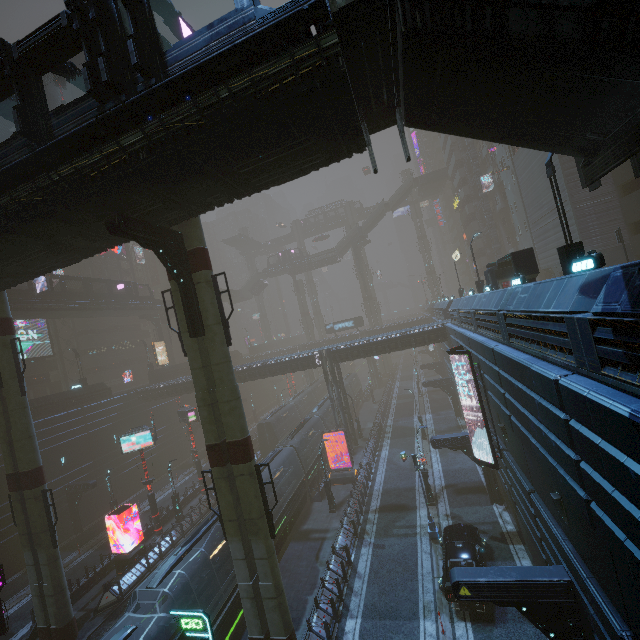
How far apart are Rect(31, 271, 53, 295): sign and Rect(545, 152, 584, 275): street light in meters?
41.8 m

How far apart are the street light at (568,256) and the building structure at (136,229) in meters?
14.6

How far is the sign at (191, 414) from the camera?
32.78m

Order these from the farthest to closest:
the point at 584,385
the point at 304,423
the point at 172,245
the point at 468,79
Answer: the point at 304,423 → the point at 172,245 → the point at 468,79 → the point at 584,385

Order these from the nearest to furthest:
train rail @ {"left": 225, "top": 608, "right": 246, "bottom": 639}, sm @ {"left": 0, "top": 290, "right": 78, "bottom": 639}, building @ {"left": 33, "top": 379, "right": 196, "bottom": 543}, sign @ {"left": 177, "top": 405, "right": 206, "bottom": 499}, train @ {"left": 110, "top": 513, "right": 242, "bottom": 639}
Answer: train @ {"left": 110, "top": 513, "right": 242, "bottom": 639} < train rail @ {"left": 225, "top": 608, "right": 246, "bottom": 639} < sm @ {"left": 0, "top": 290, "right": 78, "bottom": 639} < building @ {"left": 33, "top": 379, "right": 196, "bottom": 543} < sign @ {"left": 177, "top": 405, "right": 206, "bottom": 499}

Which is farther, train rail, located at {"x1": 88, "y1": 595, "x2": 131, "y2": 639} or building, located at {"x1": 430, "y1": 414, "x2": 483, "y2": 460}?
building, located at {"x1": 430, "y1": 414, "x2": 483, "y2": 460}

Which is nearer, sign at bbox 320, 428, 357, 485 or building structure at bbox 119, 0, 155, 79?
building structure at bbox 119, 0, 155, 79

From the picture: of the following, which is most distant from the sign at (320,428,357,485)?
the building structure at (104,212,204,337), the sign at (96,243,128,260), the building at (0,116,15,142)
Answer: the sign at (96,243,128,260)
